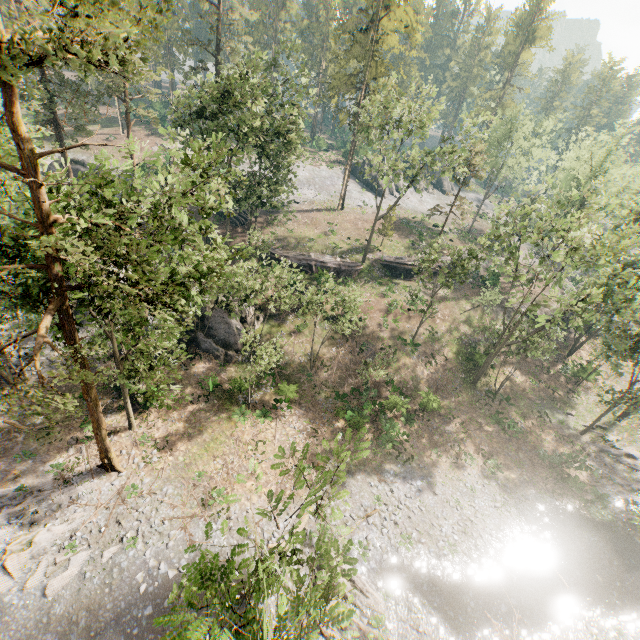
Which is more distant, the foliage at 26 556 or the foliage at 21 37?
the foliage at 26 556

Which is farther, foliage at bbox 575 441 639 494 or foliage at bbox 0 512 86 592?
foliage at bbox 575 441 639 494

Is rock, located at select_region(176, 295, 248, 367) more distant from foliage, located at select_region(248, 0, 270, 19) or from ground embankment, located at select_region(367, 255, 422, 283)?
ground embankment, located at select_region(367, 255, 422, 283)

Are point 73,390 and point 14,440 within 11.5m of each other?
yes

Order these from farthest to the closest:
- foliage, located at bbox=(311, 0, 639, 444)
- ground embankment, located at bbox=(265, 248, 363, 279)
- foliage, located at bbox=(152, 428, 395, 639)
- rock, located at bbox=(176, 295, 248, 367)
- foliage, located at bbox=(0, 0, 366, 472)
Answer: ground embankment, located at bbox=(265, 248, 363, 279), rock, located at bbox=(176, 295, 248, 367), foliage, located at bbox=(311, 0, 639, 444), foliage, located at bbox=(0, 0, 366, 472), foliage, located at bbox=(152, 428, 395, 639)

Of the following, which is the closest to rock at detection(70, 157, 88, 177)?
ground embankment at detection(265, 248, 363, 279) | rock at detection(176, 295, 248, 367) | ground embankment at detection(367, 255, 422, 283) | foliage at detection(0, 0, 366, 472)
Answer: foliage at detection(0, 0, 366, 472)

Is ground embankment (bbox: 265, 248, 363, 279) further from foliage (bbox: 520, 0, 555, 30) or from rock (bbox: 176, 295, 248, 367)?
foliage (bbox: 520, 0, 555, 30)
